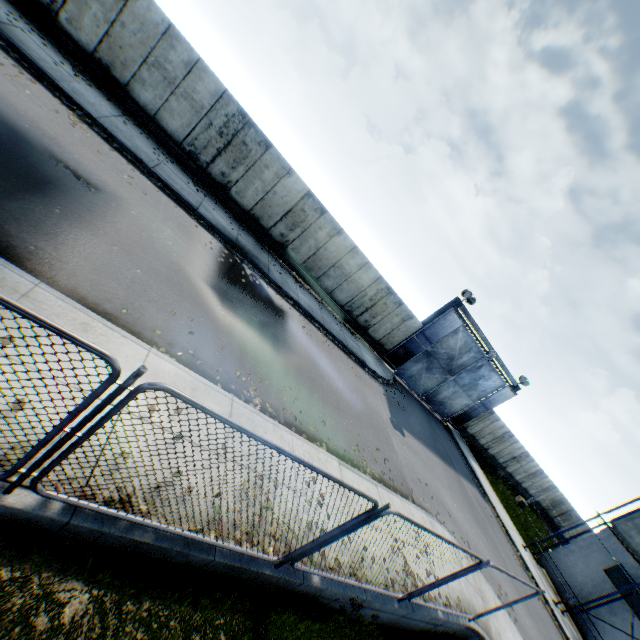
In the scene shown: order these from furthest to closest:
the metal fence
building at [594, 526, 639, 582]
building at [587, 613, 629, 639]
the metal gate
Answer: the metal gate, building at [594, 526, 639, 582], building at [587, 613, 629, 639], the metal fence

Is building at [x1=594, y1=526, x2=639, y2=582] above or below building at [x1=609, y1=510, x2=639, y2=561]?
below

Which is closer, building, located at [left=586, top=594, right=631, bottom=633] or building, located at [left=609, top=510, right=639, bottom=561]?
building, located at [left=586, top=594, right=631, bottom=633]

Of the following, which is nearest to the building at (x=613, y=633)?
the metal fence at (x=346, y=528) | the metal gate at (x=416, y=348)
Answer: the metal gate at (x=416, y=348)

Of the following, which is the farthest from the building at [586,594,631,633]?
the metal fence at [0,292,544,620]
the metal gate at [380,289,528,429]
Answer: the metal fence at [0,292,544,620]

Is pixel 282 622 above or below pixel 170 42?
below

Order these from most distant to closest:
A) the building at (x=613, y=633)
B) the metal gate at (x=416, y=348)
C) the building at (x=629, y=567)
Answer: the metal gate at (x=416, y=348) < the building at (x=629, y=567) < the building at (x=613, y=633)
